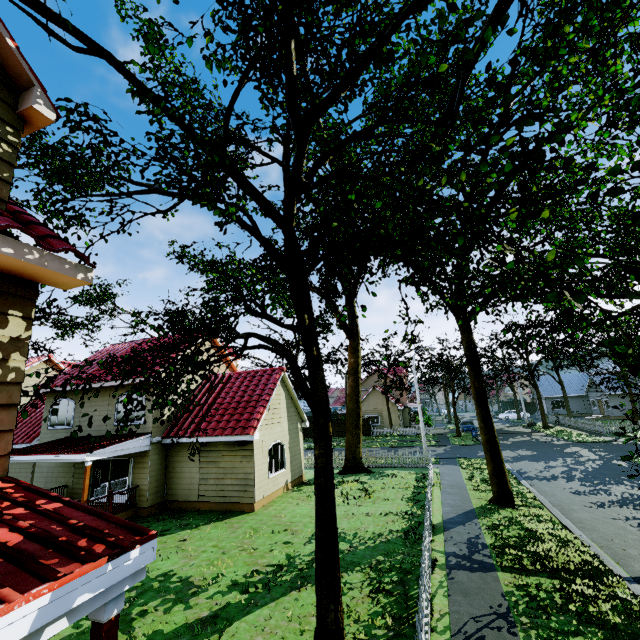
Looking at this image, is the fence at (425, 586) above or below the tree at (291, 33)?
below

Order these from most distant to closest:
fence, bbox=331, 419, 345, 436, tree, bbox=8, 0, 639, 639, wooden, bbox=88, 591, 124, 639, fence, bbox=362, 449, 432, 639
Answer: fence, bbox=331, 419, 345, 436, fence, bbox=362, 449, 432, 639, tree, bbox=8, 0, 639, 639, wooden, bbox=88, 591, 124, 639

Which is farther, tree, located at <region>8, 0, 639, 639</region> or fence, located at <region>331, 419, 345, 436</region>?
fence, located at <region>331, 419, 345, 436</region>

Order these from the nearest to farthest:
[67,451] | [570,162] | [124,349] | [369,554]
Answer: [570,162] < [369,554] < [67,451] < [124,349]

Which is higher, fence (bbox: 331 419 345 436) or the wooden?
the wooden

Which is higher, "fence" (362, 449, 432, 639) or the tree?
the tree

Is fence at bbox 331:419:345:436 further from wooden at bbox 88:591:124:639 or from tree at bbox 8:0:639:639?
wooden at bbox 88:591:124:639

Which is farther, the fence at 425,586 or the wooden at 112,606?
the fence at 425,586
